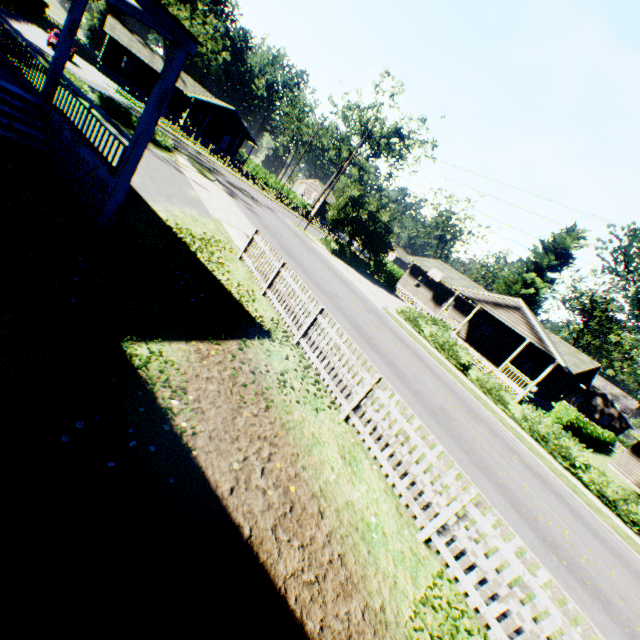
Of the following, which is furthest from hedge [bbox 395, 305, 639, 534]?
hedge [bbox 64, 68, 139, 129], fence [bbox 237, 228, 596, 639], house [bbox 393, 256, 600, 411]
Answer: hedge [bbox 64, 68, 139, 129]

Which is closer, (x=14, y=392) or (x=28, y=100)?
(x=14, y=392)

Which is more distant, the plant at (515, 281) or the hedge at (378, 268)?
the plant at (515, 281)

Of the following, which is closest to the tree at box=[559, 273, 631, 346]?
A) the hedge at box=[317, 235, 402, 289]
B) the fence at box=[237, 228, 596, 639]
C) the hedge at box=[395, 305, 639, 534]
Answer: the hedge at box=[317, 235, 402, 289]

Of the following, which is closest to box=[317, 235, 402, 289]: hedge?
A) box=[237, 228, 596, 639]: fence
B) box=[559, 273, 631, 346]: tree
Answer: box=[237, 228, 596, 639]: fence

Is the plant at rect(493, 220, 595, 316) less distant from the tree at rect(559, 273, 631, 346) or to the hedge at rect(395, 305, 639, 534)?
the hedge at rect(395, 305, 639, 534)

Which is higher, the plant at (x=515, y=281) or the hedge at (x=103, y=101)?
the plant at (x=515, y=281)

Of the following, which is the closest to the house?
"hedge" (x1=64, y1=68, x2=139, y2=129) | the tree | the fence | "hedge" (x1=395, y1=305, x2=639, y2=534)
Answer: "hedge" (x1=395, y1=305, x2=639, y2=534)
